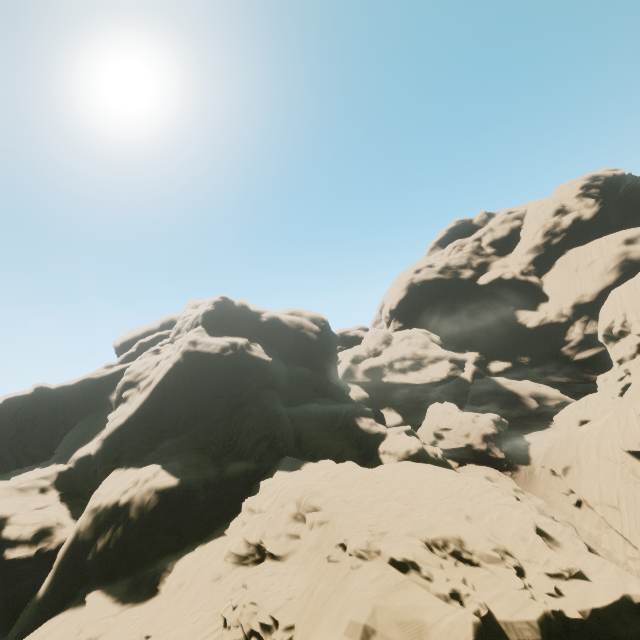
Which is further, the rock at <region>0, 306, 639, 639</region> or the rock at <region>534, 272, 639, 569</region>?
the rock at <region>534, 272, 639, 569</region>

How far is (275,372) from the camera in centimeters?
5353cm

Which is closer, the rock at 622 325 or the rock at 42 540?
the rock at 42 540
